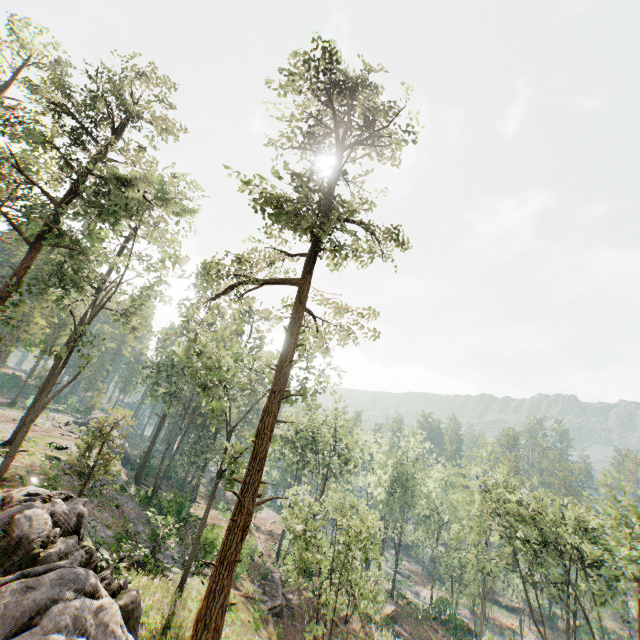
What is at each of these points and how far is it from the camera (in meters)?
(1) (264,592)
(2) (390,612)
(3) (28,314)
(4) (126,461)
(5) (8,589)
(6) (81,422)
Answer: (1) ground embankment, 26.83
(2) ground embankment, 35.59
(3) foliage, 19.83
(4) rock, 51.69
(5) rock, 5.31
(6) rock, 53.31

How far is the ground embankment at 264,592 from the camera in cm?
2496

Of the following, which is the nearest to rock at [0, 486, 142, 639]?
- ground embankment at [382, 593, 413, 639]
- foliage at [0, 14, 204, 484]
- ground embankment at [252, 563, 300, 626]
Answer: foliage at [0, 14, 204, 484]

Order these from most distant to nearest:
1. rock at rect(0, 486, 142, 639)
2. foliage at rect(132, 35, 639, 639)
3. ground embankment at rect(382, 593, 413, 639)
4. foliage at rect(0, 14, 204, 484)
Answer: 1. ground embankment at rect(382, 593, 413, 639)
2. foliage at rect(0, 14, 204, 484)
3. foliage at rect(132, 35, 639, 639)
4. rock at rect(0, 486, 142, 639)

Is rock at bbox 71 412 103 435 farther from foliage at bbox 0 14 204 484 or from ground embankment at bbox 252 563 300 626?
ground embankment at bbox 252 563 300 626

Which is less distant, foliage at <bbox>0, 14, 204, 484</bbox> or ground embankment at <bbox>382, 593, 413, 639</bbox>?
foliage at <bbox>0, 14, 204, 484</bbox>

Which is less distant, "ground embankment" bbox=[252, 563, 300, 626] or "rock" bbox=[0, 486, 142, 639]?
"rock" bbox=[0, 486, 142, 639]

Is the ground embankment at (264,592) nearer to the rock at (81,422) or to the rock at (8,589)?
the rock at (8,589)
